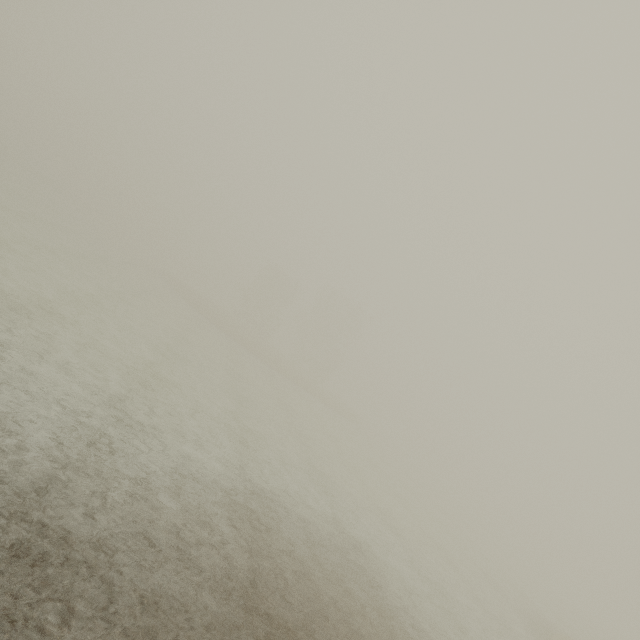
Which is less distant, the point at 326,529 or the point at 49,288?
the point at 326,529
